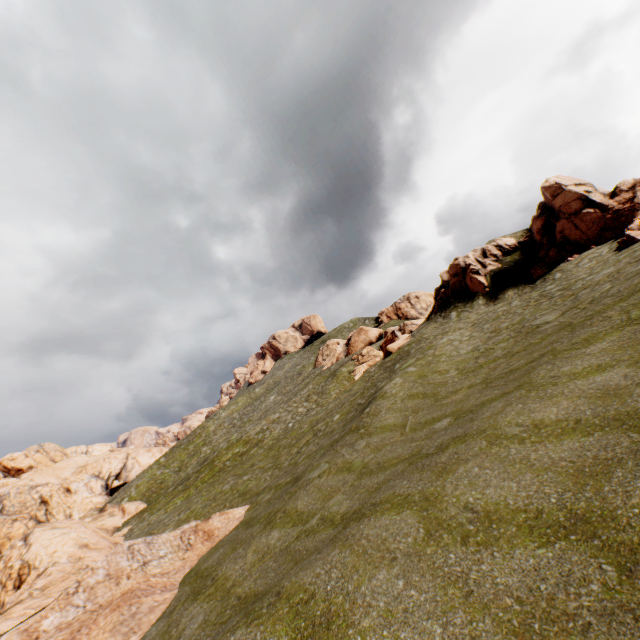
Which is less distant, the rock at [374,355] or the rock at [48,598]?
the rock at [48,598]

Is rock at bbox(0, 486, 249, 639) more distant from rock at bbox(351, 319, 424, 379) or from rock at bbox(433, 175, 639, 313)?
rock at bbox(351, 319, 424, 379)

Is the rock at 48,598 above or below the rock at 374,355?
below

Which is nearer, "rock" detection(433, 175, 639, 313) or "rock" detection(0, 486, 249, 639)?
"rock" detection(0, 486, 249, 639)

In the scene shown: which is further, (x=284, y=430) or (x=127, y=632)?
(x=284, y=430)

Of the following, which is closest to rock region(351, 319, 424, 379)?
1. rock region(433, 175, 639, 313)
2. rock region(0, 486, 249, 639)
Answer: rock region(433, 175, 639, 313)

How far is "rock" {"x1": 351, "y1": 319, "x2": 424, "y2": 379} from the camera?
36.1m
